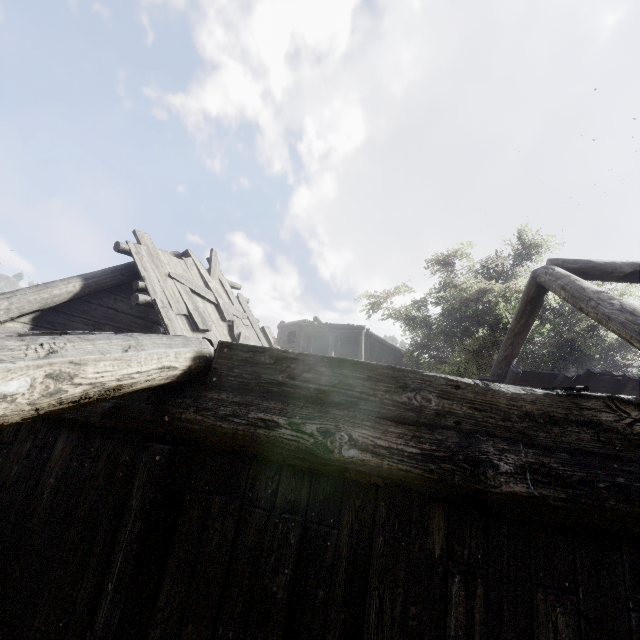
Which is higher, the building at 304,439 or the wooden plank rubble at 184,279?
the wooden plank rubble at 184,279

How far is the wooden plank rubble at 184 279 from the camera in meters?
6.6

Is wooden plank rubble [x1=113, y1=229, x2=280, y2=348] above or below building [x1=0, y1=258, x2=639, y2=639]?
above

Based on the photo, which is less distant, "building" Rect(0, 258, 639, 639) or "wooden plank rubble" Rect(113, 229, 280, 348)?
"building" Rect(0, 258, 639, 639)

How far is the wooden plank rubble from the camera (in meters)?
6.56

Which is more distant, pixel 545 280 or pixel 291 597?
pixel 545 280
